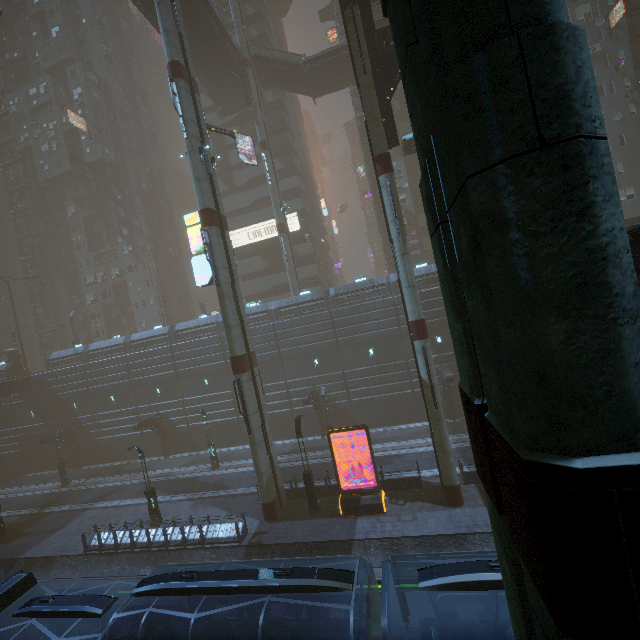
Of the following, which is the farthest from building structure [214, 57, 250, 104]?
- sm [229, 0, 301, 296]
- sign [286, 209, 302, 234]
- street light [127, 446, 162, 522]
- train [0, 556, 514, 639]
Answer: street light [127, 446, 162, 522]

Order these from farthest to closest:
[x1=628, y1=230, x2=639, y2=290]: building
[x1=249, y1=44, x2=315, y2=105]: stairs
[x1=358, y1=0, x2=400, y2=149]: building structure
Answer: [x1=249, y1=44, x2=315, y2=105]: stairs
[x1=358, y1=0, x2=400, y2=149]: building structure
[x1=628, y1=230, x2=639, y2=290]: building

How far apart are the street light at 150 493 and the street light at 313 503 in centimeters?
1057cm

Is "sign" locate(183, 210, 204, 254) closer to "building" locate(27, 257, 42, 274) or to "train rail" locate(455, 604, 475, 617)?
"building" locate(27, 257, 42, 274)

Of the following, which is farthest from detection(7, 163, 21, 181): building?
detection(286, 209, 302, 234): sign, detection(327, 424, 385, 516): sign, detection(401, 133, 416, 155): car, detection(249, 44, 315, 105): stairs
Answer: detection(401, 133, 416, 155): car

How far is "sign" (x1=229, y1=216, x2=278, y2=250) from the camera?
43.14m

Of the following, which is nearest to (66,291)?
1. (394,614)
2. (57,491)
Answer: (57,491)

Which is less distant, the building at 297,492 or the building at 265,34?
the building at 297,492
